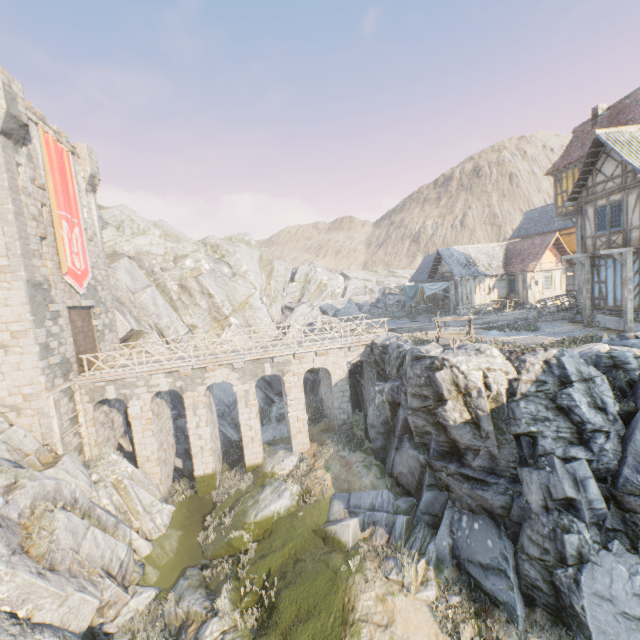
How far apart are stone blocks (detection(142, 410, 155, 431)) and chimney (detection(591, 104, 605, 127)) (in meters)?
32.28

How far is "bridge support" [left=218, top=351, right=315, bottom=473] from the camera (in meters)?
19.55

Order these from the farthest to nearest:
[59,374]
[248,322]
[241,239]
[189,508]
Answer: [241,239] < [248,322] < [189,508] < [59,374]

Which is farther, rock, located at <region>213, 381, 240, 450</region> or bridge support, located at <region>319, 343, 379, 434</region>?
rock, located at <region>213, 381, 240, 450</region>

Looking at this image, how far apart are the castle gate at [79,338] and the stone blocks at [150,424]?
3.4m

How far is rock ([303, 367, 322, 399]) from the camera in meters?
30.7 m

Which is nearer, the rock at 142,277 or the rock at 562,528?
the rock at 562,528

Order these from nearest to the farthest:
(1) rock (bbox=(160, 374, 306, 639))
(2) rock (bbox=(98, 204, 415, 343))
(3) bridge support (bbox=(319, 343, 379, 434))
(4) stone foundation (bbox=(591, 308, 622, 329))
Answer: (1) rock (bbox=(160, 374, 306, 639)), (4) stone foundation (bbox=(591, 308, 622, 329)), (3) bridge support (bbox=(319, 343, 379, 434)), (2) rock (bbox=(98, 204, 415, 343))
